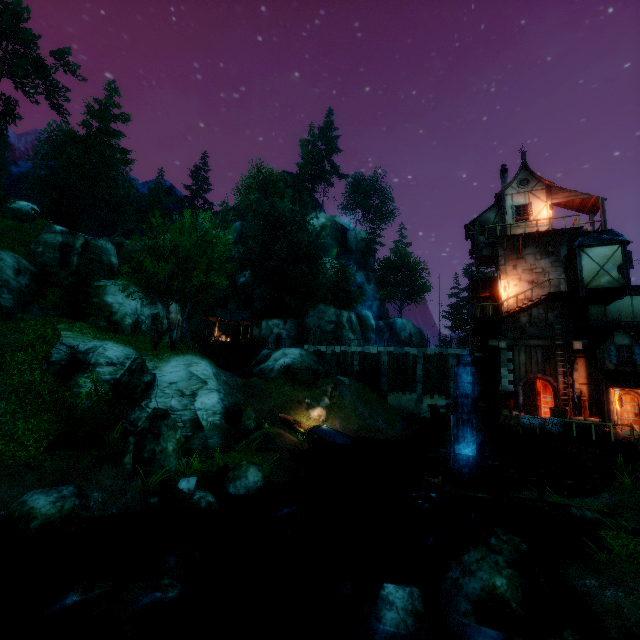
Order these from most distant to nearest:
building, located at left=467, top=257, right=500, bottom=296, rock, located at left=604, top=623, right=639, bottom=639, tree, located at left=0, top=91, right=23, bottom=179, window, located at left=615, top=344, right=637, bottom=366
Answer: tree, located at left=0, top=91, right=23, bottom=179 < building, located at left=467, top=257, right=500, bottom=296 < window, located at left=615, top=344, right=637, bottom=366 < rock, located at left=604, top=623, right=639, bottom=639

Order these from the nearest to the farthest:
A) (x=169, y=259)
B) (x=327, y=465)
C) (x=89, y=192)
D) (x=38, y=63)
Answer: (x=169, y=259)
(x=327, y=465)
(x=38, y=63)
(x=89, y=192)

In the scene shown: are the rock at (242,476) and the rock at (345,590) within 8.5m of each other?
yes

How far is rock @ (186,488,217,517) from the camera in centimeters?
1095cm

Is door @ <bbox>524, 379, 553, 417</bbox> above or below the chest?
above

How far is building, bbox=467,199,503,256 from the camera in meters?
24.9 m

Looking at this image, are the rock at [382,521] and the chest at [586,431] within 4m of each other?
no

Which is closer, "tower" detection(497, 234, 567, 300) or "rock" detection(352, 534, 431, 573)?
"rock" detection(352, 534, 431, 573)
